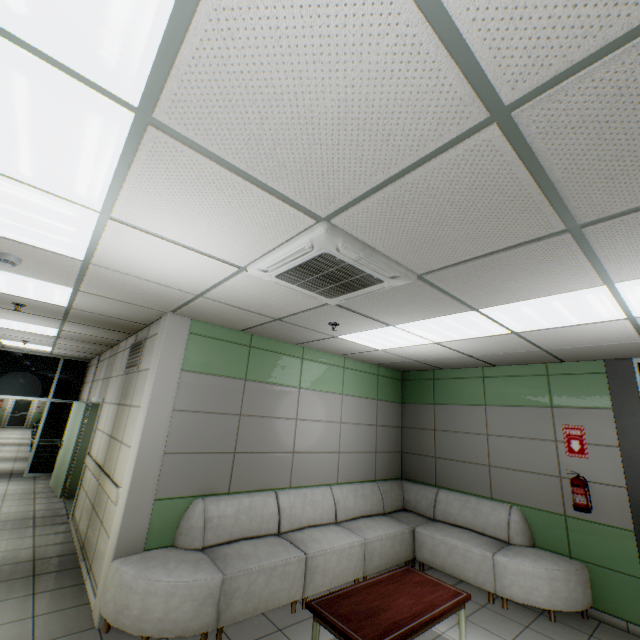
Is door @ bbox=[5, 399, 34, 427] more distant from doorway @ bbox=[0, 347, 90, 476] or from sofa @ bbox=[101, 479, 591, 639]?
sofa @ bbox=[101, 479, 591, 639]

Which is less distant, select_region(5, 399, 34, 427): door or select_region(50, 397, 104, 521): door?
select_region(50, 397, 104, 521): door

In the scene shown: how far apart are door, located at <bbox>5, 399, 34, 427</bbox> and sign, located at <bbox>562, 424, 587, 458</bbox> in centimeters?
2768cm

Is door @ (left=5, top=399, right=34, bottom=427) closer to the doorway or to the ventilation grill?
the doorway

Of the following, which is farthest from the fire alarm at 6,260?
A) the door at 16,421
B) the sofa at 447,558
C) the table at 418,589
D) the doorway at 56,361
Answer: the door at 16,421

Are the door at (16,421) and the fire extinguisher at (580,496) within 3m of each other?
no

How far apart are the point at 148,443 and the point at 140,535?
1.0m

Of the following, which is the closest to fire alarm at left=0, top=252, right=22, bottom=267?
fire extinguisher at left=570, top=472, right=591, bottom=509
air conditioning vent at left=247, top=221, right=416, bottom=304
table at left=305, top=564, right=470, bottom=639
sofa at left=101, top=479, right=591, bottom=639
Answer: air conditioning vent at left=247, top=221, right=416, bottom=304
